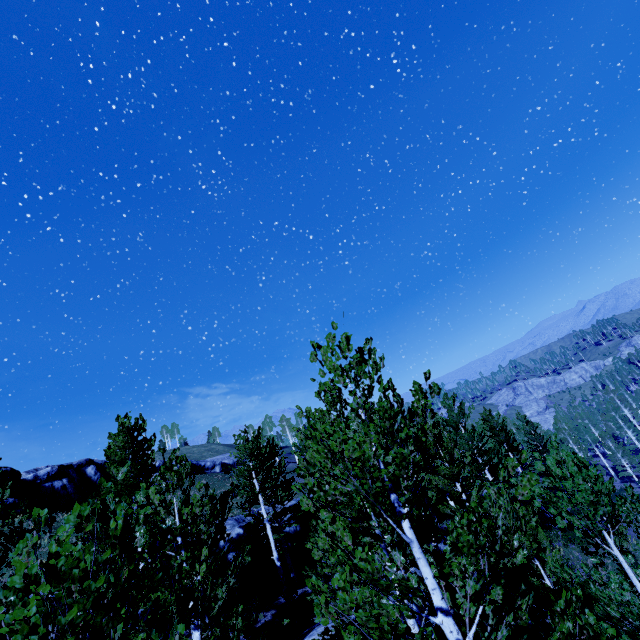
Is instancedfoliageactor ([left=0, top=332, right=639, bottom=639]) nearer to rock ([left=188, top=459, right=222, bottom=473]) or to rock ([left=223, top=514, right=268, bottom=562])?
rock ([left=223, top=514, right=268, bottom=562])

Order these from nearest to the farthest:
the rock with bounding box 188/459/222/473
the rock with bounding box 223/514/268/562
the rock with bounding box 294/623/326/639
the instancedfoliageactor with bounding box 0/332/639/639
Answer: the instancedfoliageactor with bounding box 0/332/639/639, the rock with bounding box 294/623/326/639, the rock with bounding box 223/514/268/562, the rock with bounding box 188/459/222/473

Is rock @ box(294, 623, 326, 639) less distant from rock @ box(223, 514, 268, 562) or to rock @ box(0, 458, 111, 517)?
rock @ box(223, 514, 268, 562)

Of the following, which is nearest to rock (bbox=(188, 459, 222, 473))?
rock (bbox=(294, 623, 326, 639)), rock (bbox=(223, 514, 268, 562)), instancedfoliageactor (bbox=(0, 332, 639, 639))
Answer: instancedfoliageactor (bbox=(0, 332, 639, 639))

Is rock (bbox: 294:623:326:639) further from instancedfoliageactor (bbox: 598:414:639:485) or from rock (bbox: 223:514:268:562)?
rock (bbox: 223:514:268:562)

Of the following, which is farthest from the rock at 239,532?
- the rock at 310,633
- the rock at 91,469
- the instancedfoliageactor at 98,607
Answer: the rock at 91,469

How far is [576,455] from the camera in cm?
722

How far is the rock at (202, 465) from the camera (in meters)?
56.97
